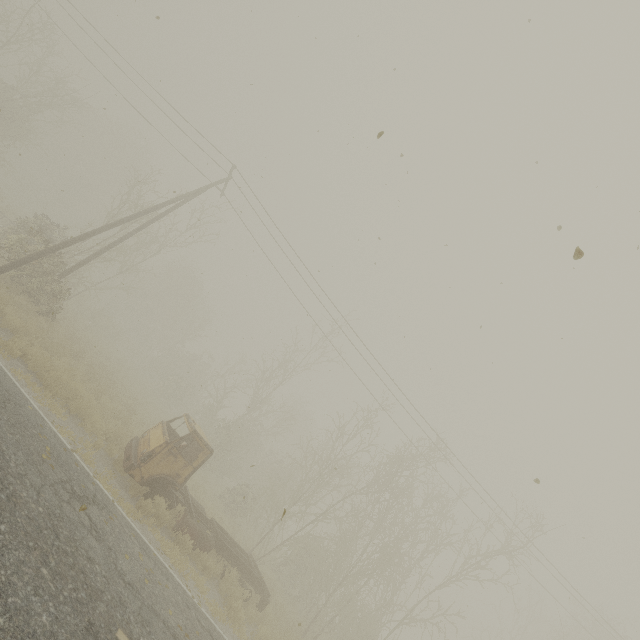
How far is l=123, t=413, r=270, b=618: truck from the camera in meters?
10.3 m

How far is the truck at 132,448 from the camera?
10.30m

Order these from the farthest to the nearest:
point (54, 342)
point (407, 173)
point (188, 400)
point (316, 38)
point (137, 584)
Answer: point (188, 400)
point (54, 342)
point (316, 38)
point (407, 173)
point (137, 584)
